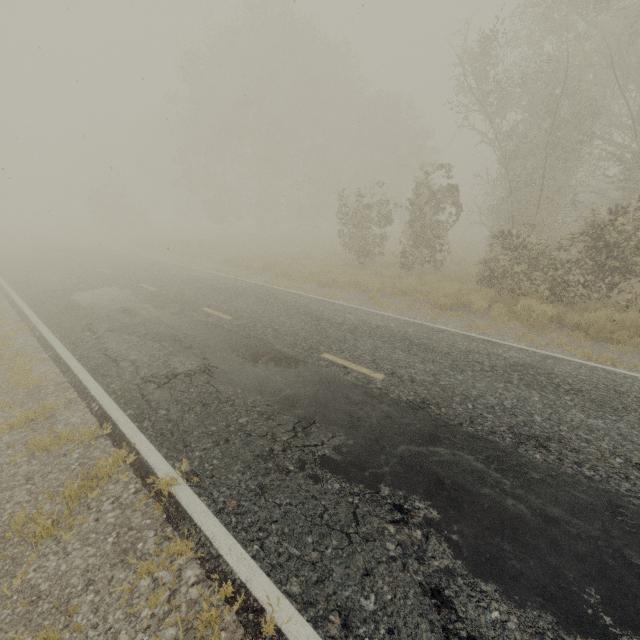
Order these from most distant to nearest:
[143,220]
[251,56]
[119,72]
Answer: [143,220], [251,56], [119,72]
